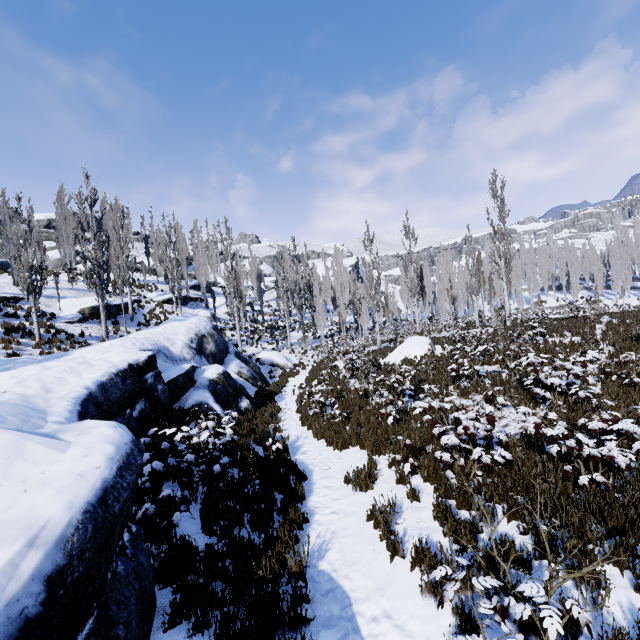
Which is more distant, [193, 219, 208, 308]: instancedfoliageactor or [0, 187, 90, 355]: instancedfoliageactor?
[193, 219, 208, 308]: instancedfoliageactor

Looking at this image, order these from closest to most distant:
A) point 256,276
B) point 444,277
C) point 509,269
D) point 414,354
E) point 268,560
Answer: point 268,560
point 414,354
point 509,269
point 444,277
point 256,276

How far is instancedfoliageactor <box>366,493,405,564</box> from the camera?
4.61m

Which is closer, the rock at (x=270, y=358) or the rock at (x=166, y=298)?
the rock at (x=270, y=358)

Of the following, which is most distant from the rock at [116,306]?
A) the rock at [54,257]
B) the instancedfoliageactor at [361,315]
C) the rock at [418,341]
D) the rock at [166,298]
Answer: the rock at [418,341]

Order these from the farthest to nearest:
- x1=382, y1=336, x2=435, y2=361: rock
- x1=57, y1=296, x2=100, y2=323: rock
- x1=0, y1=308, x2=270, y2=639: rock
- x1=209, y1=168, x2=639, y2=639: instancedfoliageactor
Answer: x1=57, y1=296, x2=100, y2=323: rock → x1=382, y1=336, x2=435, y2=361: rock → x1=209, y1=168, x2=639, y2=639: instancedfoliageactor → x1=0, y1=308, x2=270, y2=639: rock

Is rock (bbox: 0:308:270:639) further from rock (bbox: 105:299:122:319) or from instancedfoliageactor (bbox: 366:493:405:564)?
rock (bbox: 105:299:122:319)

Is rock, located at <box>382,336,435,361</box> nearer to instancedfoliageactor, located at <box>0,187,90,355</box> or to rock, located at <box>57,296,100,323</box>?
instancedfoliageactor, located at <box>0,187,90,355</box>
